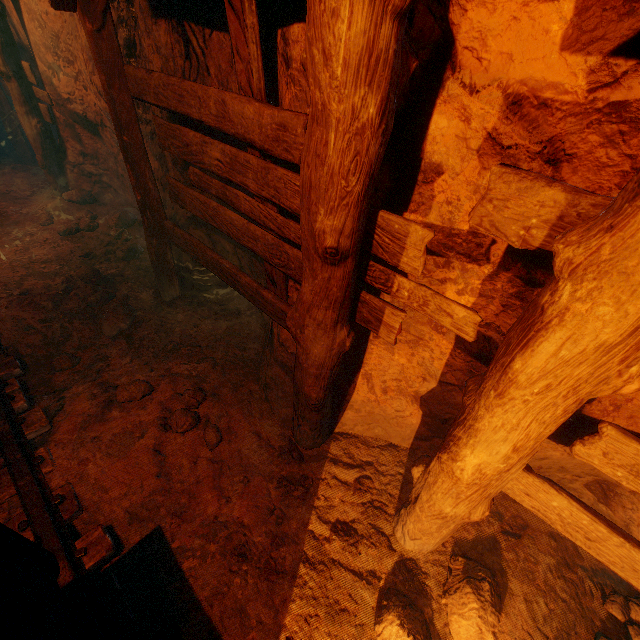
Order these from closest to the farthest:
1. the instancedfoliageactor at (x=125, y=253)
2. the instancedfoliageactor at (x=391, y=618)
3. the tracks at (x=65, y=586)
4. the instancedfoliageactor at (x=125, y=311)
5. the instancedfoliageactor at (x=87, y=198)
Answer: the tracks at (x=65, y=586) < the instancedfoliageactor at (x=391, y=618) < the instancedfoliageactor at (x=125, y=311) < the instancedfoliageactor at (x=125, y=253) < the instancedfoliageactor at (x=87, y=198)

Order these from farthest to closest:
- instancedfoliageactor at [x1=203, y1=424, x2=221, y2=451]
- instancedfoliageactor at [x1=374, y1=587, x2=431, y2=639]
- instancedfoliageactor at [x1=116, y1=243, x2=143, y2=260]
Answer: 1. instancedfoliageactor at [x1=116, y1=243, x2=143, y2=260]
2. instancedfoliageactor at [x1=203, y1=424, x2=221, y2=451]
3. instancedfoliageactor at [x1=374, y1=587, x2=431, y2=639]

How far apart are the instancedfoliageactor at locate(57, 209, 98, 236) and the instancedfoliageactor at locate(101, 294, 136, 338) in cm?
108

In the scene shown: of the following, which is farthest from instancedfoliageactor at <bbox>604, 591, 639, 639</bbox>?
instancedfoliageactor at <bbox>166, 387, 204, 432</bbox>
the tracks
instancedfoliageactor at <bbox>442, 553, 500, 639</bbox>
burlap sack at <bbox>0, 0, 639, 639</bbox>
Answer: instancedfoliageactor at <bbox>166, 387, 204, 432</bbox>

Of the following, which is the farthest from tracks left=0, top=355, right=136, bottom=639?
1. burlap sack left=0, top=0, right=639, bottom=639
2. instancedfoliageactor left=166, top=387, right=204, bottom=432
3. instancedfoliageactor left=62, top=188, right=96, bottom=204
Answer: instancedfoliageactor left=62, top=188, right=96, bottom=204

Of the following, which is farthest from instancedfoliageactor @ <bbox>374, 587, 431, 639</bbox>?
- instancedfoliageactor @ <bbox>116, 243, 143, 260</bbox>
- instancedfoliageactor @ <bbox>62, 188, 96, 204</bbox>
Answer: instancedfoliageactor @ <bbox>62, 188, 96, 204</bbox>

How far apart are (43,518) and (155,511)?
0.6 meters

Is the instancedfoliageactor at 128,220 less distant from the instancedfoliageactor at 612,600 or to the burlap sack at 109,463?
the burlap sack at 109,463
